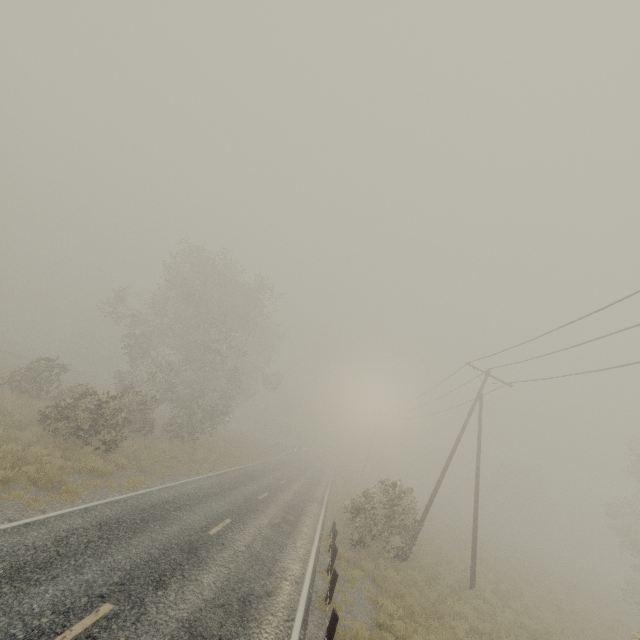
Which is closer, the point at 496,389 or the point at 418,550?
the point at 418,550

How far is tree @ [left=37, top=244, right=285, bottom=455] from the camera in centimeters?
1675cm

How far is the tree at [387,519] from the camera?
16.5 meters

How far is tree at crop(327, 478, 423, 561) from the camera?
16.5m

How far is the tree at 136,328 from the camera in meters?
16.8
